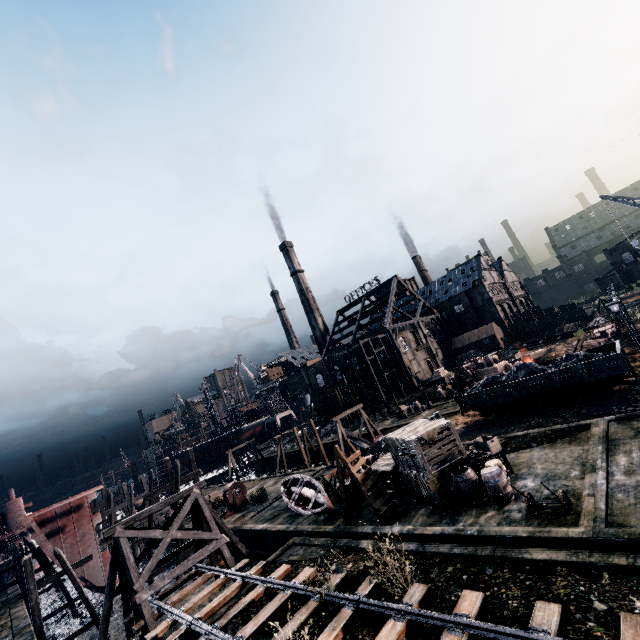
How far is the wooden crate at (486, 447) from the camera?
16.5m

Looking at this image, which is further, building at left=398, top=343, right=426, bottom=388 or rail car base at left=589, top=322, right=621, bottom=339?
building at left=398, top=343, right=426, bottom=388

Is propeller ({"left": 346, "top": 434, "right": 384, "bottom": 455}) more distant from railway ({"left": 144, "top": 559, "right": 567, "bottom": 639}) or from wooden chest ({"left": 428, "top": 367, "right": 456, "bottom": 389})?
wooden chest ({"left": 428, "top": 367, "right": 456, "bottom": 389})

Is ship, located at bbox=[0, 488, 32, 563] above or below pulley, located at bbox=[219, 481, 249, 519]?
above

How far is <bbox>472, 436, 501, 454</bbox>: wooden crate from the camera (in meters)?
16.45

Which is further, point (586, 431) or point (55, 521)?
point (55, 521)

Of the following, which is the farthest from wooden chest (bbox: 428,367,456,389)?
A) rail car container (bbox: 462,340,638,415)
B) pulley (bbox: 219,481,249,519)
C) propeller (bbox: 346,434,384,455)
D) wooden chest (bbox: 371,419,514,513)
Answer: pulley (bbox: 219,481,249,519)

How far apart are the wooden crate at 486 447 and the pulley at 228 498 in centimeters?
2308cm
